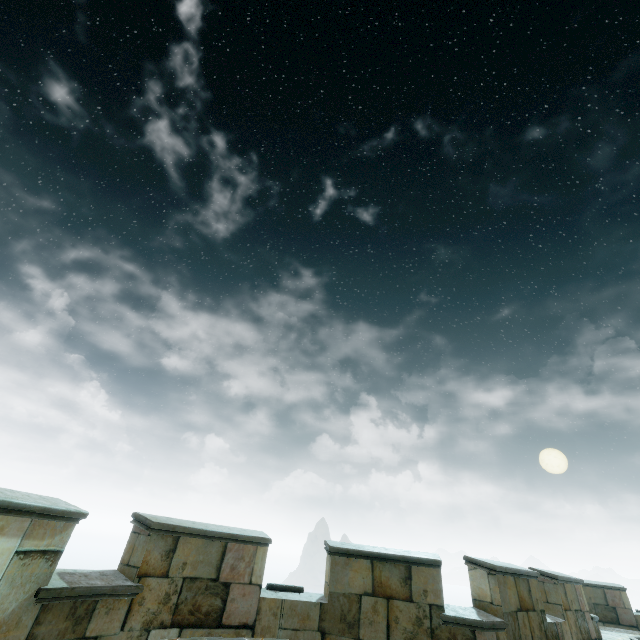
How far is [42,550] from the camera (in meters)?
3.81
